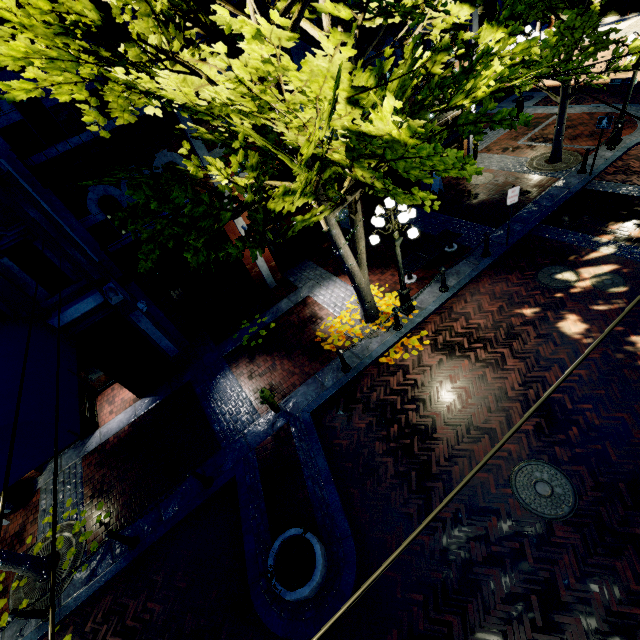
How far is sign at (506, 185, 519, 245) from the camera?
9.1m

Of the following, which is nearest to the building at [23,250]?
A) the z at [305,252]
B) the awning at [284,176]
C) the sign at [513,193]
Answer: the sign at [513,193]

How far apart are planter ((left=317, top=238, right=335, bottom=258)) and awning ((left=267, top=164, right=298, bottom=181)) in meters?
2.2 m

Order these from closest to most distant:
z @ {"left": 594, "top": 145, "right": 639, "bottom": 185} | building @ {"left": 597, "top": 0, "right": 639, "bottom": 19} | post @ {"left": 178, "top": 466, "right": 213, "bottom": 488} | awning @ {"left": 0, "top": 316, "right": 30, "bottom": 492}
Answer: awning @ {"left": 0, "top": 316, "right": 30, "bottom": 492}, post @ {"left": 178, "top": 466, "right": 213, "bottom": 488}, z @ {"left": 594, "top": 145, "right": 639, "bottom": 185}, building @ {"left": 597, "top": 0, "right": 639, "bottom": 19}

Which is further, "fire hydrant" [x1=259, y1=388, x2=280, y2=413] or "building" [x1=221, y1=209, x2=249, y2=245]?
"building" [x1=221, y1=209, x2=249, y2=245]

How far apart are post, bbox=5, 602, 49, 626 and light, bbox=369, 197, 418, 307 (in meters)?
10.43

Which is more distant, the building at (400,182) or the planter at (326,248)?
the building at (400,182)

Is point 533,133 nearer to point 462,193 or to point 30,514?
point 462,193
